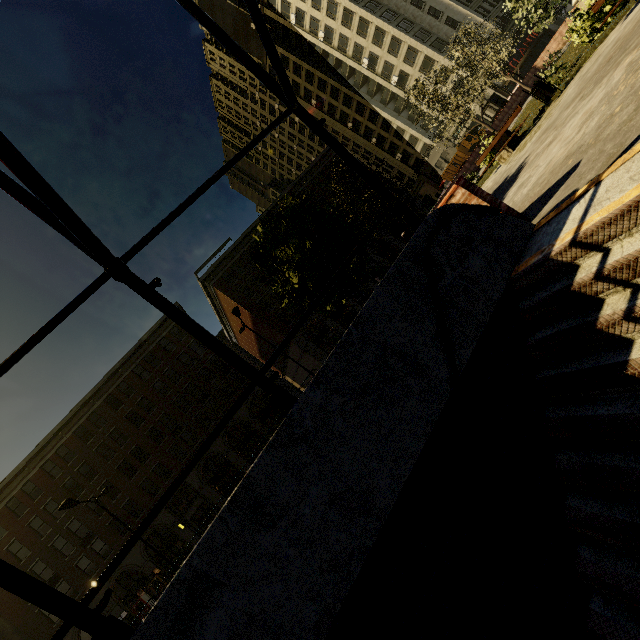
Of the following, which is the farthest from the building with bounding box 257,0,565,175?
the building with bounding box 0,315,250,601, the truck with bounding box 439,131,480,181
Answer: the truck with bounding box 439,131,480,181

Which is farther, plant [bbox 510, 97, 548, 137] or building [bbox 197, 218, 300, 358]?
building [bbox 197, 218, 300, 358]

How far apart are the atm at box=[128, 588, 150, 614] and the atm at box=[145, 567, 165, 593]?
0.9m

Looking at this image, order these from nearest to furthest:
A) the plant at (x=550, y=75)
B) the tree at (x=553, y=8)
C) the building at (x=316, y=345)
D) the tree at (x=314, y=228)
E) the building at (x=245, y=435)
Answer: the plant at (x=550, y=75)
the tree at (x=314, y=228)
the tree at (x=553, y=8)
the building at (x=245, y=435)
the building at (x=316, y=345)

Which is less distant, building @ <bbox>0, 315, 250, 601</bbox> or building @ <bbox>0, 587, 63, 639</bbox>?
building @ <bbox>0, 587, 63, 639</bbox>

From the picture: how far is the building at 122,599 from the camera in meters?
29.3 m

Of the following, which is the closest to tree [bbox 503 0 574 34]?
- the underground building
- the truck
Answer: the underground building

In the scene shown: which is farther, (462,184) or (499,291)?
(462,184)
